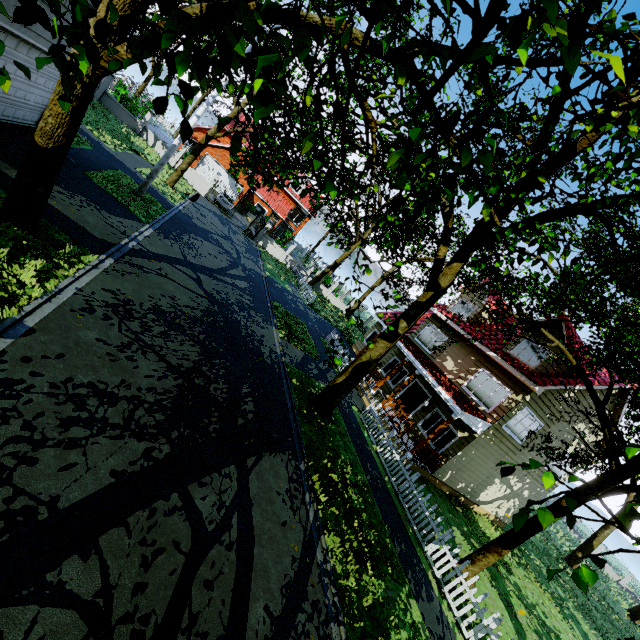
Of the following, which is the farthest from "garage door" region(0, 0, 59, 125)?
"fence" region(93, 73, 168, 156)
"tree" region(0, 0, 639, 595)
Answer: "fence" region(93, 73, 168, 156)

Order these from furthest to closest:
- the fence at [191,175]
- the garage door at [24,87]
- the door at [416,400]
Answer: the fence at [191,175], the door at [416,400], the garage door at [24,87]

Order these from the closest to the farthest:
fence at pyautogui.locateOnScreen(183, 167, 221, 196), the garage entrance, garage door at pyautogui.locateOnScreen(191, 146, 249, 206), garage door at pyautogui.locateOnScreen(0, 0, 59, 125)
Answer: garage door at pyautogui.locateOnScreen(0, 0, 59, 125)
the garage entrance
fence at pyautogui.locateOnScreen(183, 167, 221, 196)
garage door at pyautogui.locateOnScreen(191, 146, 249, 206)

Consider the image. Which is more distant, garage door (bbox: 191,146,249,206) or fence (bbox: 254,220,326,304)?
garage door (bbox: 191,146,249,206)

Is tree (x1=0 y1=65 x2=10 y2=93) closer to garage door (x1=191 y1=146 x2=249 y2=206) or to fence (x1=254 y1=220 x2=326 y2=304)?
fence (x1=254 y1=220 x2=326 y2=304)

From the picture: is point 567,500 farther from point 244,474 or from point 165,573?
point 244,474

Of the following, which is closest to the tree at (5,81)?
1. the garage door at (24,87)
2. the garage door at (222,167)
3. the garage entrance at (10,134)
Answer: the garage entrance at (10,134)

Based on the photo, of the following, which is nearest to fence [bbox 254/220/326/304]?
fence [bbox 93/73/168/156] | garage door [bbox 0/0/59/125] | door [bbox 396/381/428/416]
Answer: fence [bbox 93/73/168/156]
